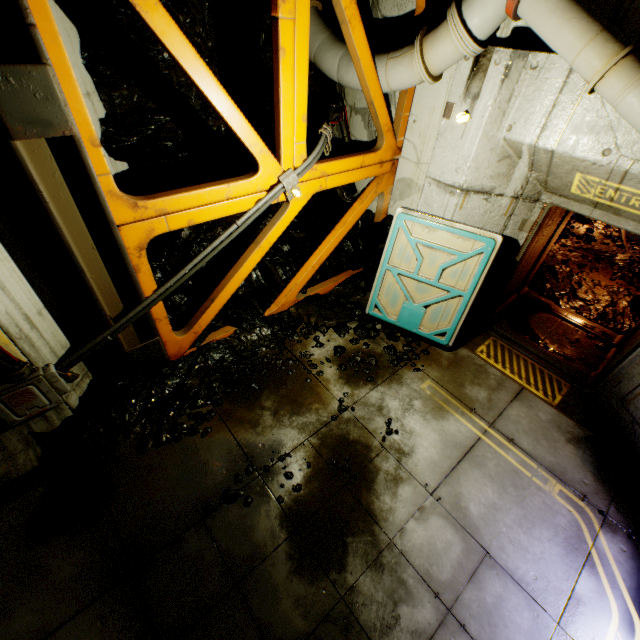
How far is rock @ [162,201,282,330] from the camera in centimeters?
523cm

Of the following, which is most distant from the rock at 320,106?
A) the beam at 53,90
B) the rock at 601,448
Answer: the rock at 601,448

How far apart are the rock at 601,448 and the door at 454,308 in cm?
221

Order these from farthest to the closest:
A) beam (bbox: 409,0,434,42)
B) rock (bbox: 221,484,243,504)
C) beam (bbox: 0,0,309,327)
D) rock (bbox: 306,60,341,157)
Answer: rock (bbox: 306,60,341,157) → beam (bbox: 409,0,434,42) → rock (bbox: 221,484,243,504) → beam (bbox: 0,0,309,327)

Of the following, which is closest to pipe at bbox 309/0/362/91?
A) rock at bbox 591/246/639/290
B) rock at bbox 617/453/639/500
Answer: rock at bbox 617/453/639/500

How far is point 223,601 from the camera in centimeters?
310cm

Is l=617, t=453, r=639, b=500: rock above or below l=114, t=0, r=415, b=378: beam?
below

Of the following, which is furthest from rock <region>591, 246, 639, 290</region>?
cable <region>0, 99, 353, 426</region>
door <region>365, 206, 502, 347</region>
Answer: cable <region>0, 99, 353, 426</region>
